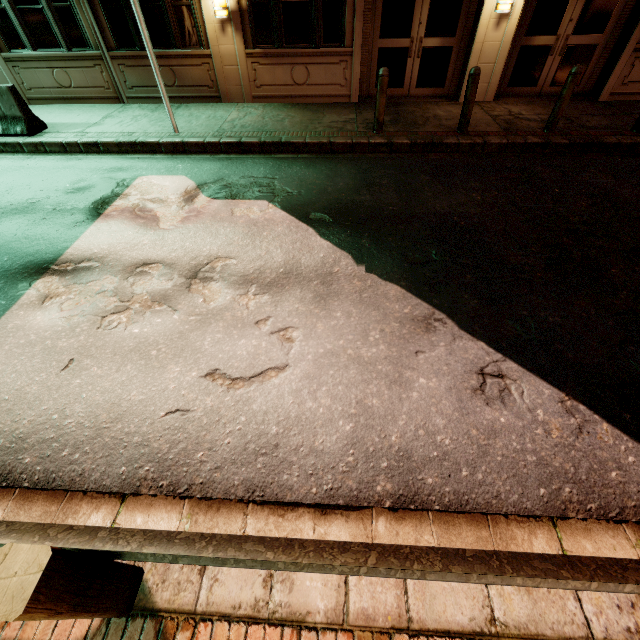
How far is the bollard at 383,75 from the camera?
6.9 meters

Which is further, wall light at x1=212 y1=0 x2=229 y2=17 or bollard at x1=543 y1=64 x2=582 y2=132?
wall light at x1=212 y1=0 x2=229 y2=17

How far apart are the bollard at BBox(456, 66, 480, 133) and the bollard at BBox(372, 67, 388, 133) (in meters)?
1.69

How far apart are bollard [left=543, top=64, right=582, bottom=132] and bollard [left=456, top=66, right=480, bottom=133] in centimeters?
171cm

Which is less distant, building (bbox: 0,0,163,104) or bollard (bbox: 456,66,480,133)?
bollard (bbox: 456,66,480,133)

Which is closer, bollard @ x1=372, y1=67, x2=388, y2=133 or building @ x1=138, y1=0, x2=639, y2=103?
bollard @ x1=372, y1=67, x2=388, y2=133

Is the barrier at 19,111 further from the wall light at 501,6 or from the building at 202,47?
the wall light at 501,6

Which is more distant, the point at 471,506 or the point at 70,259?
the point at 70,259
